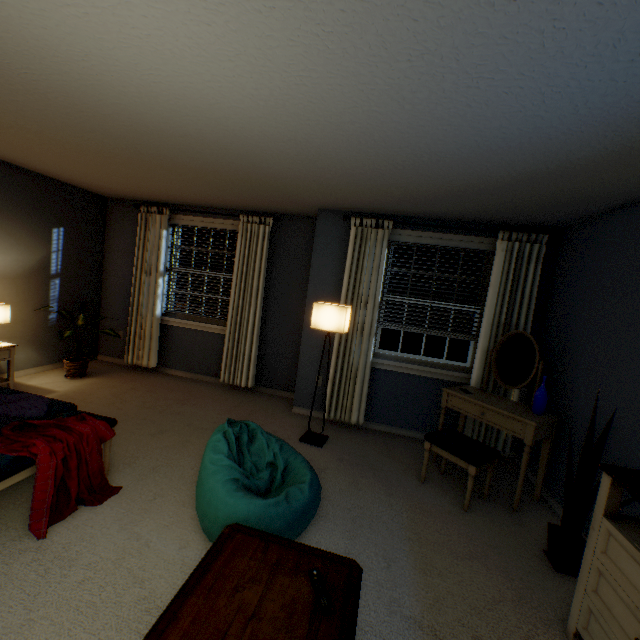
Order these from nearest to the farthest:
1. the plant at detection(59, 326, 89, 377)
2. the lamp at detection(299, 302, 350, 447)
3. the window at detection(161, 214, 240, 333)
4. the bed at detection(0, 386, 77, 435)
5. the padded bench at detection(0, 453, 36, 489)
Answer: the padded bench at detection(0, 453, 36, 489), the bed at detection(0, 386, 77, 435), the lamp at detection(299, 302, 350, 447), the plant at detection(59, 326, 89, 377), the window at detection(161, 214, 240, 333)

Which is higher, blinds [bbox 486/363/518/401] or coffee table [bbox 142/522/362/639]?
blinds [bbox 486/363/518/401]

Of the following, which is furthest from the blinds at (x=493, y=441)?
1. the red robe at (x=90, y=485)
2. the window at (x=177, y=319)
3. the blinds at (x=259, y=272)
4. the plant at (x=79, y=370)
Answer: the plant at (x=79, y=370)

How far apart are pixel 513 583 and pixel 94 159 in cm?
465

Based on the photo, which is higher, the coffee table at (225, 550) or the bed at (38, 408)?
the bed at (38, 408)

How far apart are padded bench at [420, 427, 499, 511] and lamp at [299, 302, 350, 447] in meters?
1.0 m

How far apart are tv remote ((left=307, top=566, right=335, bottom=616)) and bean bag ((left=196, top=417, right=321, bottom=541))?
0.5m

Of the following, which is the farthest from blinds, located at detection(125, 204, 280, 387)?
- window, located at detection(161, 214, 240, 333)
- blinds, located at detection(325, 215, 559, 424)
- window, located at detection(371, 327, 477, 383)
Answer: window, located at detection(371, 327, 477, 383)
